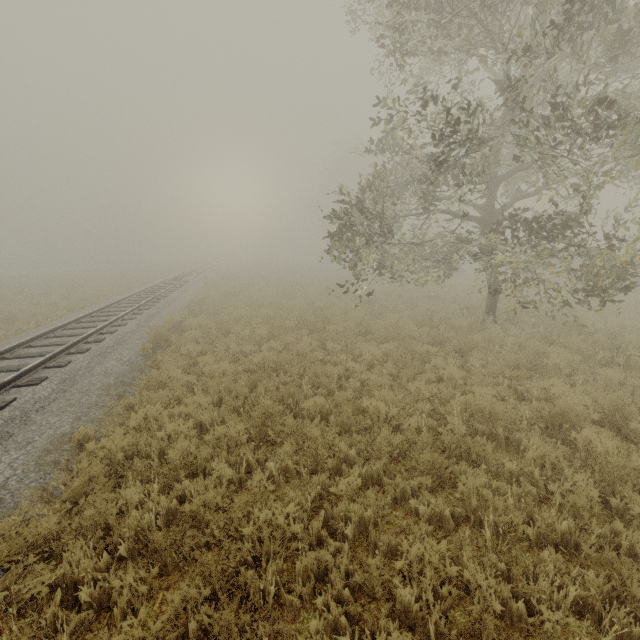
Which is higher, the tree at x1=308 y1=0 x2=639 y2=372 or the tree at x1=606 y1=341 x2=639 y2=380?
the tree at x1=308 y1=0 x2=639 y2=372

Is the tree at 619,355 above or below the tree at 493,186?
below

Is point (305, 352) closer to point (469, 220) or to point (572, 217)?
point (469, 220)

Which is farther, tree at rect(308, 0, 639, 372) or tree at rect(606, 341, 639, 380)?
tree at rect(606, 341, 639, 380)

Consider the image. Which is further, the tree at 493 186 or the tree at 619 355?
the tree at 619 355
